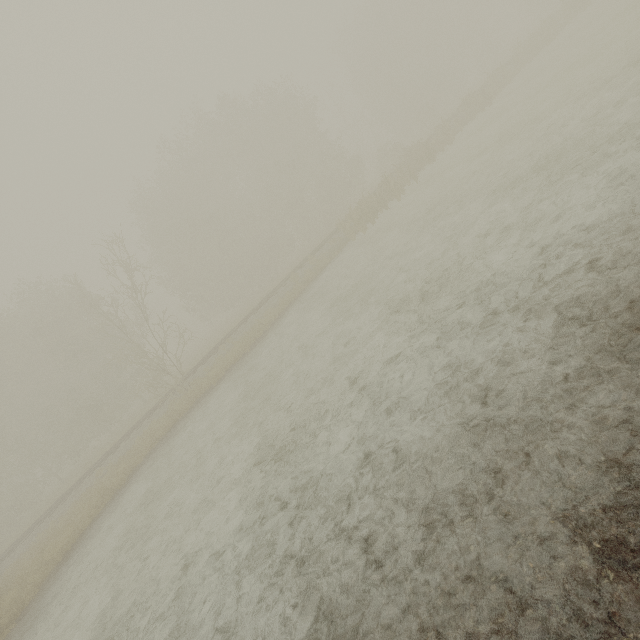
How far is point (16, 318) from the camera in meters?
27.4
